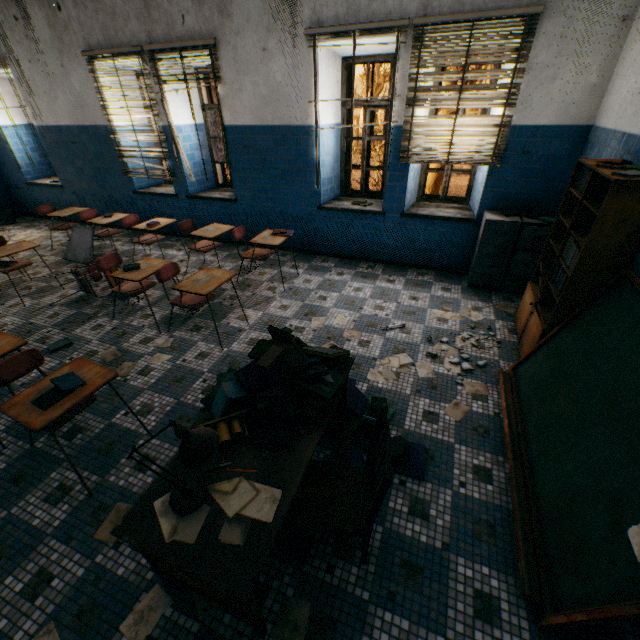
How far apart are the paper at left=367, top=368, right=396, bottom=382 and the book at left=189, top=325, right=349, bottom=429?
0.94m

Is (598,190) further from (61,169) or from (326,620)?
(61,169)

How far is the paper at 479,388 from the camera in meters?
3.0 m

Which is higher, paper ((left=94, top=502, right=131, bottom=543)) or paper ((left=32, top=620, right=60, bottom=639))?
paper ((left=94, top=502, right=131, bottom=543))

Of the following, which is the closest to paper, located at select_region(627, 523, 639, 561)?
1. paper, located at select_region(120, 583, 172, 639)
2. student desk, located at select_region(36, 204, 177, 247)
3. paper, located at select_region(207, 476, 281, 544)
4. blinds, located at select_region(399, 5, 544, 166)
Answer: paper, located at select_region(207, 476, 281, 544)

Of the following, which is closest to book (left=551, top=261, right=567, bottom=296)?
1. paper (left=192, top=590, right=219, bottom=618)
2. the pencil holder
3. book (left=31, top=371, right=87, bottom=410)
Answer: the pencil holder

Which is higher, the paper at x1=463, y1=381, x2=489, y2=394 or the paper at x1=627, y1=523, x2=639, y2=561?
the paper at x1=627, y1=523, x2=639, y2=561

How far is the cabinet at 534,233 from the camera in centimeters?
394cm
